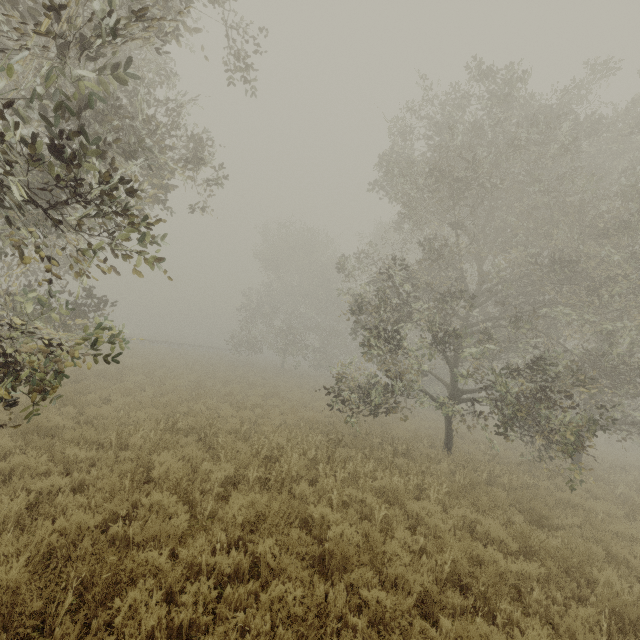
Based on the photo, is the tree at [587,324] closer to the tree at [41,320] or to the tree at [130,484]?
the tree at [41,320]

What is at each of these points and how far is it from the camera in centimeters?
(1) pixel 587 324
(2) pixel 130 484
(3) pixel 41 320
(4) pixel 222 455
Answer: (1) tree, 1052cm
(2) tree, 569cm
(3) tree, 1098cm
(4) tree, 758cm

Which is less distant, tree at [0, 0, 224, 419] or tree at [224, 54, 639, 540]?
tree at [0, 0, 224, 419]

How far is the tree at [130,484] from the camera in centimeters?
522cm

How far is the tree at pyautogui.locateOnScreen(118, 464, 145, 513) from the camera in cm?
522

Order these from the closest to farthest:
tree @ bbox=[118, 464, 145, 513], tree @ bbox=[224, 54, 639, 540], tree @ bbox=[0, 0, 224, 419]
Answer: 1. tree @ bbox=[0, 0, 224, 419]
2. tree @ bbox=[118, 464, 145, 513]
3. tree @ bbox=[224, 54, 639, 540]

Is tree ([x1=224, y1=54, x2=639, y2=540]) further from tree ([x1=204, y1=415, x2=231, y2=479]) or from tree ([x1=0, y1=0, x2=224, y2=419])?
tree ([x1=204, y1=415, x2=231, y2=479])
